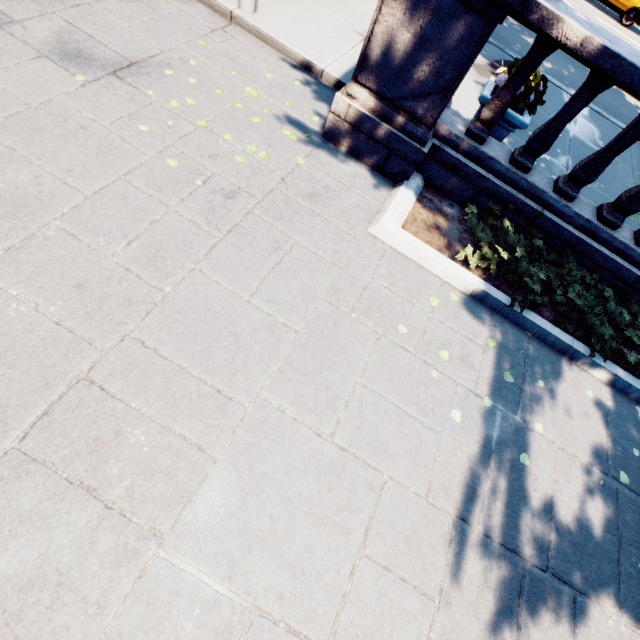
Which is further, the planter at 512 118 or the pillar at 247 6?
the pillar at 247 6

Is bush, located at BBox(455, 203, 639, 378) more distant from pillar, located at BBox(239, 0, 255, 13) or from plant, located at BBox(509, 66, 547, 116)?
pillar, located at BBox(239, 0, 255, 13)

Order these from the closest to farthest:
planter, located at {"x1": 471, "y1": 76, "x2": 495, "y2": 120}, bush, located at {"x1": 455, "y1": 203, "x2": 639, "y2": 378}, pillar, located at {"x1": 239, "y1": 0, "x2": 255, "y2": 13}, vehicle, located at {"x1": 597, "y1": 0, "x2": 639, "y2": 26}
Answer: bush, located at {"x1": 455, "y1": 203, "x2": 639, "y2": 378}
planter, located at {"x1": 471, "y1": 76, "x2": 495, "y2": 120}
pillar, located at {"x1": 239, "y1": 0, "x2": 255, "y2": 13}
vehicle, located at {"x1": 597, "y1": 0, "x2": 639, "y2": 26}

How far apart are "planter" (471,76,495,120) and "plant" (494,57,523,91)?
0.01m

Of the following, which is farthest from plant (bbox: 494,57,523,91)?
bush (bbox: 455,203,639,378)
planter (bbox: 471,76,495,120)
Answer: bush (bbox: 455,203,639,378)

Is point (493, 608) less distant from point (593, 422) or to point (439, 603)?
point (439, 603)

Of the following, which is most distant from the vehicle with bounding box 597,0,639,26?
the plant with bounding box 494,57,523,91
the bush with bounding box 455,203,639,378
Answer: the bush with bounding box 455,203,639,378

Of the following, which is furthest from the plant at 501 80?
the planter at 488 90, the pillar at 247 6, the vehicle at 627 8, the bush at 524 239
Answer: the vehicle at 627 8
